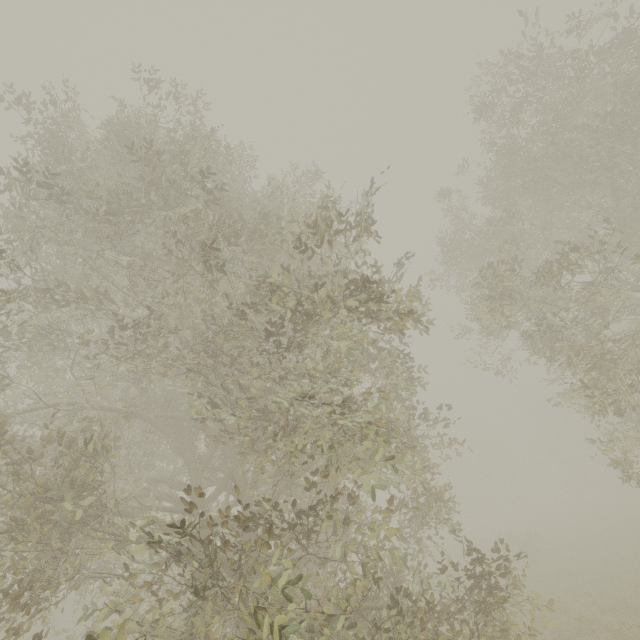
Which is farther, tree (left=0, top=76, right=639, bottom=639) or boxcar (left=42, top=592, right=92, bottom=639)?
boxcar (left=42, top=592, right=92, bottom=639)

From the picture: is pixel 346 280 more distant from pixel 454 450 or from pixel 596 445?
pixel 596 445

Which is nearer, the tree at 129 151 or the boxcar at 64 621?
the tree at 129 151
